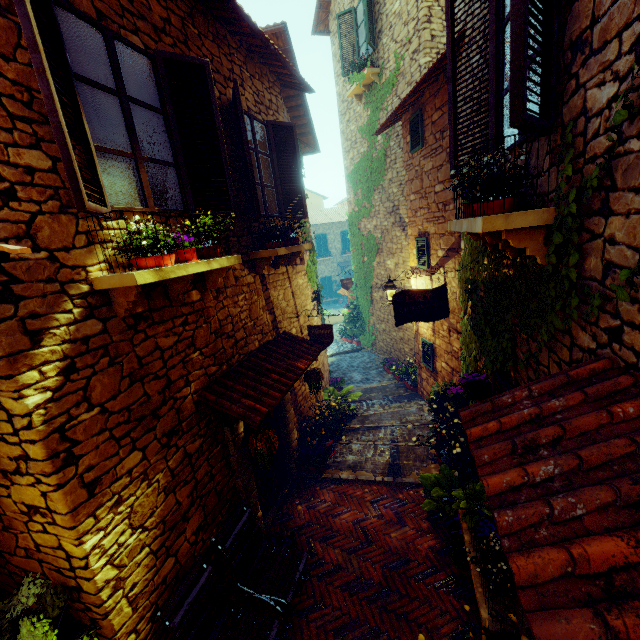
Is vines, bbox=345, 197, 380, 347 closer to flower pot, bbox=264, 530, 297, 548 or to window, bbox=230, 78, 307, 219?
window, bbox=230, 78, 307, 219

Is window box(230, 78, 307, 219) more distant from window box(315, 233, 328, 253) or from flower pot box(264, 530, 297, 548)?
window box(315, 233, 328, 253)

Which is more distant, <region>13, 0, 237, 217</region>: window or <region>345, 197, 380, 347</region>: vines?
<region>345, 197, 380, 347</region>: vines

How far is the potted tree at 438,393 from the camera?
6.19m

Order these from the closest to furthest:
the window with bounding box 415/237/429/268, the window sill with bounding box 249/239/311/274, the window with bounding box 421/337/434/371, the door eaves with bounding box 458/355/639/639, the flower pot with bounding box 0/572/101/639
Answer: the door eaves with bounding box 458/355/639/639 → the flower pot with bounding box 0/572/101/639 → the window sill with bounding box 249/239/311/274 → the window with bounding box 415/237/429/268 → the window with bounding box 421/337/434/371

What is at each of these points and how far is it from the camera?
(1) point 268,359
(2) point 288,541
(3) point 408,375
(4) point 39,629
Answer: (1) door eaves, 4.8 meters
(2) flower pot, 4.6 meters
(3) flower pot, 9.7 meters
(4) flower pot, 2.2 meters

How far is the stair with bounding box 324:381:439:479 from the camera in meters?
6.0 m

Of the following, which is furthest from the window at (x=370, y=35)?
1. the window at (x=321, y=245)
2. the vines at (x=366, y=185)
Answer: the window at (x=321, y=245)
